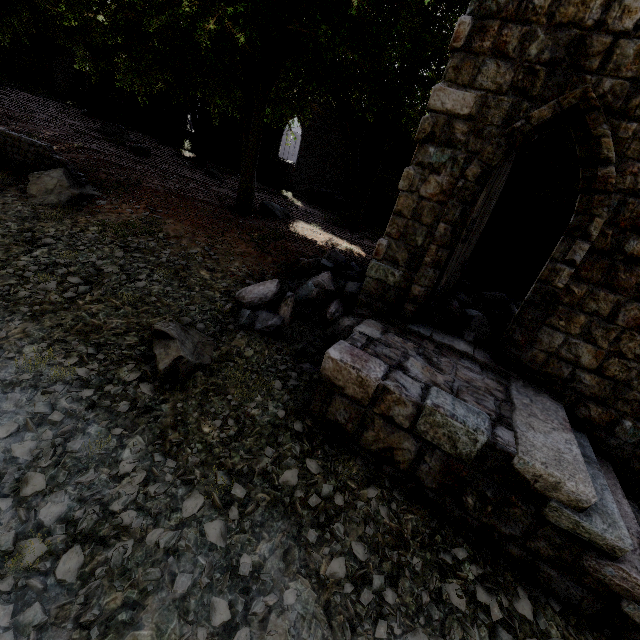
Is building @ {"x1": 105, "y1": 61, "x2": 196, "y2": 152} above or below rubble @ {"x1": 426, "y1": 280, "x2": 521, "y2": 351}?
above

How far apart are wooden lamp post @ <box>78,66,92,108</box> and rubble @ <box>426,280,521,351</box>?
33.5 meters

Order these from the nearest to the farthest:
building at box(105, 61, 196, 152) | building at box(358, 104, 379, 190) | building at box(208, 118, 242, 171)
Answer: building at box(358, 104, 379, 190), building at box(208, 118, 242, 171), building at box(105, 61, 196, 152)

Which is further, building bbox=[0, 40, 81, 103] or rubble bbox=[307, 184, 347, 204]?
building bbox=[0, 40, 81, 103]

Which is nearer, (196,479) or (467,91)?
(196,479)

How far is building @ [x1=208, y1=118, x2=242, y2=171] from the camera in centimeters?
2179cm

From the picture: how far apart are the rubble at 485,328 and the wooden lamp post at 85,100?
33.49m

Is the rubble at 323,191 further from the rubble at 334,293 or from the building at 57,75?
the rubble at 334,293
